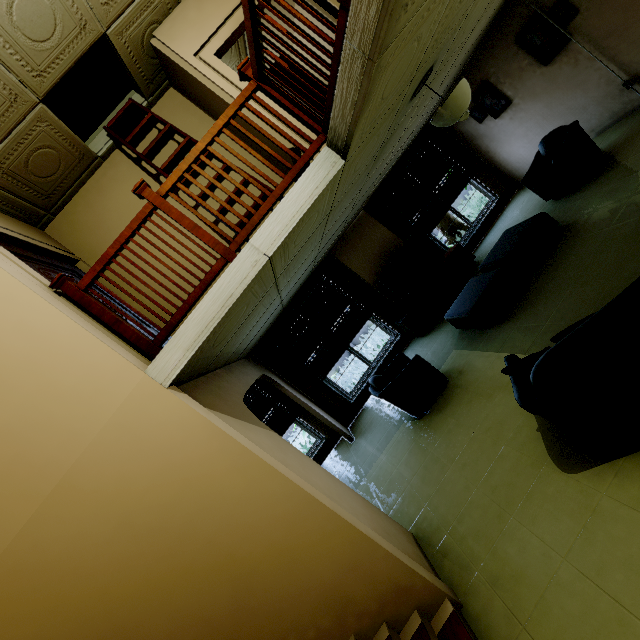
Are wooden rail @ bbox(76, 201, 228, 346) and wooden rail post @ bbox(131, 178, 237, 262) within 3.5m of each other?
yes

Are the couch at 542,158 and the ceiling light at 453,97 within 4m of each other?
yes

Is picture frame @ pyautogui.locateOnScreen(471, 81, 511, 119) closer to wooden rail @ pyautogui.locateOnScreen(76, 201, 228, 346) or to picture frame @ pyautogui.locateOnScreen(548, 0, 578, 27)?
picture frame @ pyautogui.locateOnScreen(548, 0, 578, 27)

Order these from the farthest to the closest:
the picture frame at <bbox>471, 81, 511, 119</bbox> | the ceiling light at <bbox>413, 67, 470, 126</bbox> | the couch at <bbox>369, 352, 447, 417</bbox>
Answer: the picture frame at <bbox>471, 81, 511, 119</bbox>
the couch at <bbox>369, 352, 447, 417</bbox>
the ceiling light at <bbox>413, 67, 470, 126</bbox>

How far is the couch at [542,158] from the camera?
5.12m

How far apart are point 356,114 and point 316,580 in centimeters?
328cm

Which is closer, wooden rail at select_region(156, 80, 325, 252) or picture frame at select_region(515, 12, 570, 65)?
wooden rail at select_region(156, 80, 325, 252)

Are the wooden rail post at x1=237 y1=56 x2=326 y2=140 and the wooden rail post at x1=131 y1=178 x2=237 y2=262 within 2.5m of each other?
yes
